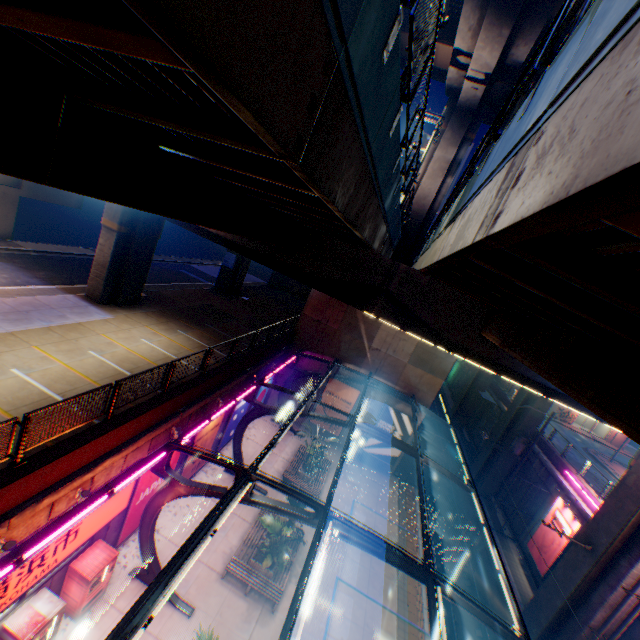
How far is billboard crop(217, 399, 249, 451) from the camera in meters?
20.0

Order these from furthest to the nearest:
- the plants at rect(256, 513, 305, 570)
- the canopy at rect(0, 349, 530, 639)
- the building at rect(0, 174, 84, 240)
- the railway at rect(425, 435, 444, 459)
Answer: the railway at rect(425, 435, 444, 459)
the building at rect(0, 174, 84, 240)
the plants at rect(256, 513, 305, 570)
the canopy at rect(0, 349, 530, 639)

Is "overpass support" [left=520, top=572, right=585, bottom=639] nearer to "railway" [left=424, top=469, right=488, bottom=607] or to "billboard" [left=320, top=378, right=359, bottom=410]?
"railway" [left=424, top=469, right=488, bottom=607]

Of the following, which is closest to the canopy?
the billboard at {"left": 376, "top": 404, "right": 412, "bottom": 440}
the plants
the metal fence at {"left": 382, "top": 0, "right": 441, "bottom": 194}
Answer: the metal fence at {"left": 382, "top": 0, "right": 441, "bottom": 194}

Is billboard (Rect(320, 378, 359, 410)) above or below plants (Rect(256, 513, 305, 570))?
above

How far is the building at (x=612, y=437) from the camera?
41.5m

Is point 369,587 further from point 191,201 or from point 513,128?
point 513,128

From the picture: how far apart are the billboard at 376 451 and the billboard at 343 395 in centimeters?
201cm
